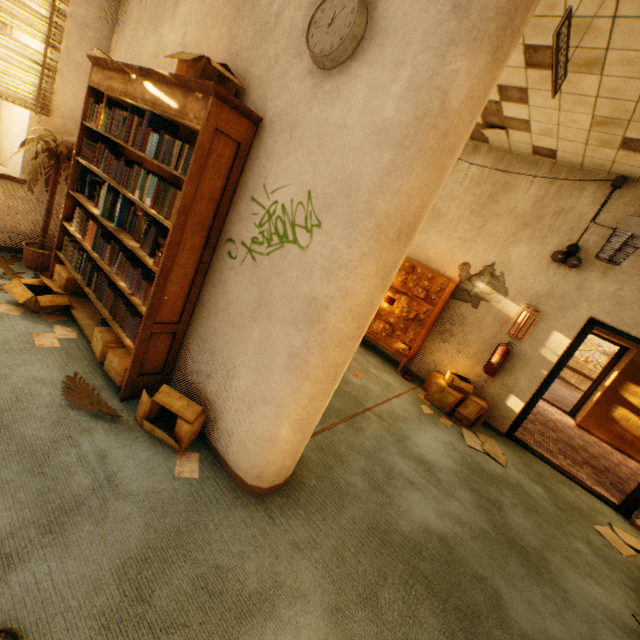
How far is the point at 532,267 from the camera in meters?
4.9

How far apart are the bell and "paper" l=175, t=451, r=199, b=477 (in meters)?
5.28

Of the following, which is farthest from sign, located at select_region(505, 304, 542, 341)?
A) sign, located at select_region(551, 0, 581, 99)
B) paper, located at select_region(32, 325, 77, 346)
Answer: paper, located at select_region(32, 325, 77, 346)

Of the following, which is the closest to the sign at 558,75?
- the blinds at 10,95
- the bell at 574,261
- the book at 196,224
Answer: the book at 196,224

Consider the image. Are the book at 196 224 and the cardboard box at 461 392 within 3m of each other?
no

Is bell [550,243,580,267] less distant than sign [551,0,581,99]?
No

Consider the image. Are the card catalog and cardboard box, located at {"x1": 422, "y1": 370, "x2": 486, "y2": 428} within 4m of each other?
yes

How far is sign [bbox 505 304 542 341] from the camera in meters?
4.9 m
